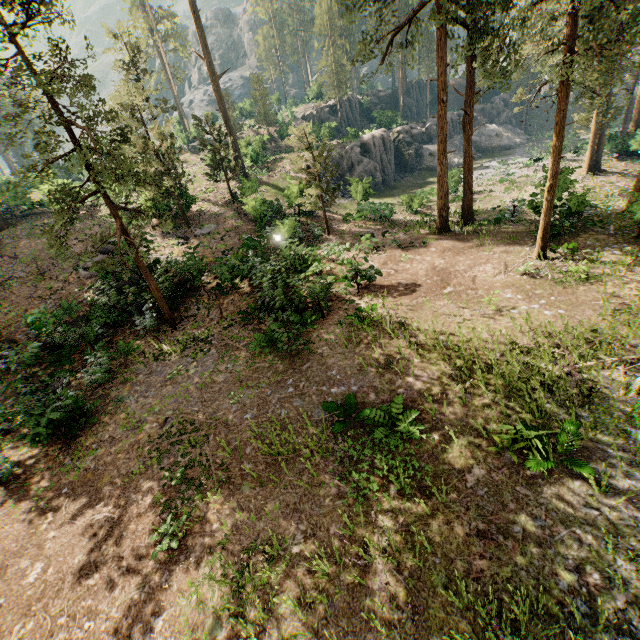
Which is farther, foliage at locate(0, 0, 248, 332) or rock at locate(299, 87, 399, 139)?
rock at locate(299, 87, 399, 139)

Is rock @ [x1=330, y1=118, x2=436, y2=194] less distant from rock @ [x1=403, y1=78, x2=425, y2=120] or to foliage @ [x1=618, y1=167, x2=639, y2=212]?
foliage @ [x1=618, y1=167, x2=639, y2=212]

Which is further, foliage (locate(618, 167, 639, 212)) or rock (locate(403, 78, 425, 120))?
rock (locate(403, 78, 425, 120))

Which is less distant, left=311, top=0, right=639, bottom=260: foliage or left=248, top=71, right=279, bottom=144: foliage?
left=311, top=0, right=639, bottom=260: foliage

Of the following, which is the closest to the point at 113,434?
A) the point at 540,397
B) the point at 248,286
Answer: the point at 248,286

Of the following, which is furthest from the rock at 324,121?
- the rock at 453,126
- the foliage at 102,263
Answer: the rock at 453,126

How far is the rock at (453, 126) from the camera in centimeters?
4653cm

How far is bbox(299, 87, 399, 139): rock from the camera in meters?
→ 43.2
